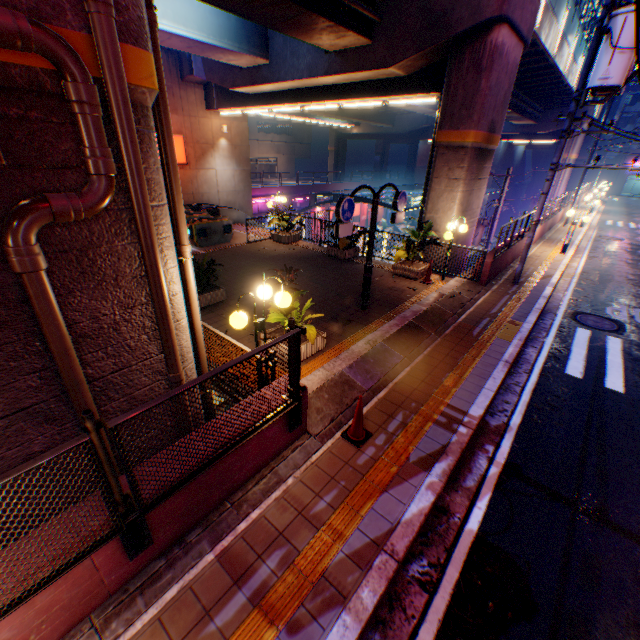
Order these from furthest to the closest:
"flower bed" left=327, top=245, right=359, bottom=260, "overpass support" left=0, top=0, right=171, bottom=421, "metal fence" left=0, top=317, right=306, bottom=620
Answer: "flower bed" left=327, top=245, right=359, bottom=260 → "overpass support" left=0, top=0, right=171, bottom=421 → "metal fence" left=0, top=317, right=306, bottom=620

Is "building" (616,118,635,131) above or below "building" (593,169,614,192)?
above

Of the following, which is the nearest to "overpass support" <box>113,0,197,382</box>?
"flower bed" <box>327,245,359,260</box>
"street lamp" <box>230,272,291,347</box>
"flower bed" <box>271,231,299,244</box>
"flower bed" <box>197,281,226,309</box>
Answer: "street lamp" <box>230,272,291,347</box>

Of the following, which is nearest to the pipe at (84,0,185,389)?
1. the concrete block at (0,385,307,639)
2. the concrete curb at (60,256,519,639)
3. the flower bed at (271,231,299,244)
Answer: the concrete block at (0,385,307,639)

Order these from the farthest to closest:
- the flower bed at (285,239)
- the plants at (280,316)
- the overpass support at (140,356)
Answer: the flower bed at (285,239)
the plants at (280,316)
the overpass support at (140,356)

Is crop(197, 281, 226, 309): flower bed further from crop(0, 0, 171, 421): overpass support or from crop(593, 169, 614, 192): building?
crop(593, 169, 614, 192): building

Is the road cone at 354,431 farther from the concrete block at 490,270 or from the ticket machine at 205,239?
the ticket machine at 205,239

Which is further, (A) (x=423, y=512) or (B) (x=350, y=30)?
(B) (x=350, y=30)
